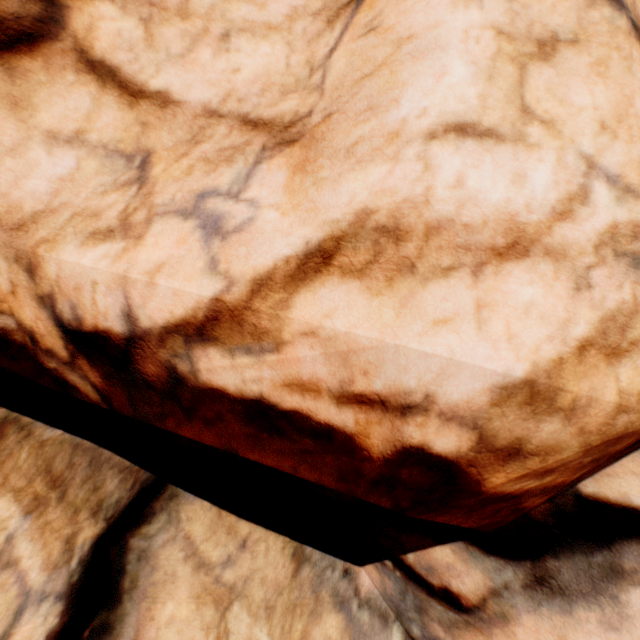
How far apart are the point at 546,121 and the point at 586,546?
3.6 meters
